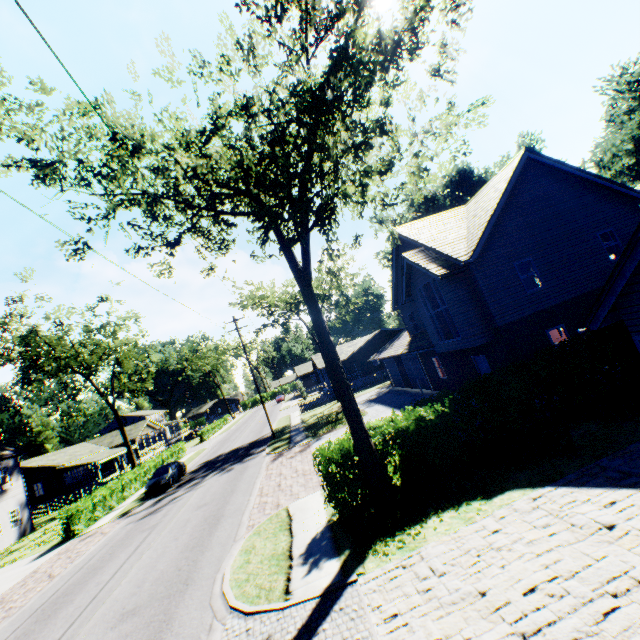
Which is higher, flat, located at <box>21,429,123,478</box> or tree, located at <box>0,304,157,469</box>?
tree, located at <box>0,304,157,469</box>

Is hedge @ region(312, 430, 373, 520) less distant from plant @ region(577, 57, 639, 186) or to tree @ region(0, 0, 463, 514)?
tree @ region(0, 0, 463, 514)

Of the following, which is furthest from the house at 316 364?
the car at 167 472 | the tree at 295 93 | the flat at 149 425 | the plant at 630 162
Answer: the flat at 149 425

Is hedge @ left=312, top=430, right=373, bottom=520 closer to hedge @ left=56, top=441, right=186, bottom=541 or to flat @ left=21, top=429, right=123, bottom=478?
hedge @ left=56, top=441, right=186, bottom=541

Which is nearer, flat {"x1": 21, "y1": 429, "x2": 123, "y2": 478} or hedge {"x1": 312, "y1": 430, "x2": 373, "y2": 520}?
hedge {"x1": 312, "y1": 430, "x2": 373, "y2": 520}

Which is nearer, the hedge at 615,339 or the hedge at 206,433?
the hedge at 615,339

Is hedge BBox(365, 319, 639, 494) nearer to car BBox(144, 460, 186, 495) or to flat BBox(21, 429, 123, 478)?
car BBox(144, 460, 186, 495)

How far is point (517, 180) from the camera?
16.4m
